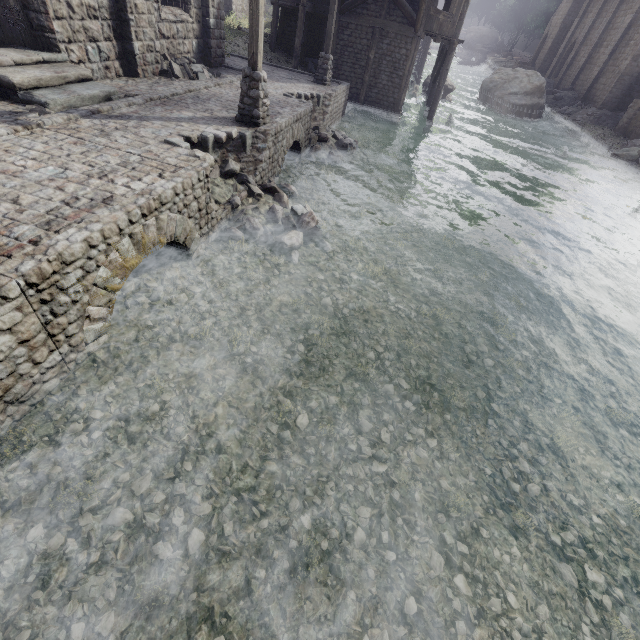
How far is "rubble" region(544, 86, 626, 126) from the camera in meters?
30.0

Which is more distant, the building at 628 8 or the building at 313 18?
the building at 628 8

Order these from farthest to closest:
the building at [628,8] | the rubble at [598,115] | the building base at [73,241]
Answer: the rubble at [598,115] → the building at [628,8] → the building base at [73,241]

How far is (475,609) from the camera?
3.89m

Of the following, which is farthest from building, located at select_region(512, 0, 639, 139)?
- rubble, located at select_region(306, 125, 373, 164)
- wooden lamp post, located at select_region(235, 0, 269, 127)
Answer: rubble, located at select_region(306, 125, 373, 164)

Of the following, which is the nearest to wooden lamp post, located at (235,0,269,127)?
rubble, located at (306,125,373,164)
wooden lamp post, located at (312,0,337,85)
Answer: rubble, located at (306,125,373,164)

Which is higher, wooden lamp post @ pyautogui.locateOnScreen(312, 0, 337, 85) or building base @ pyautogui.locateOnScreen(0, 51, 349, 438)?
wooden lamp post @ pyautogui.locateOnScreen(312, 0, 337, 85)

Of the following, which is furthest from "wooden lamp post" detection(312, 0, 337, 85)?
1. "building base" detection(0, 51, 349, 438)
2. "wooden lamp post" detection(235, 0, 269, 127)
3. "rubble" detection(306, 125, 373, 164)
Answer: "wooden lamp post" detection(235, 0, 269, 127)
